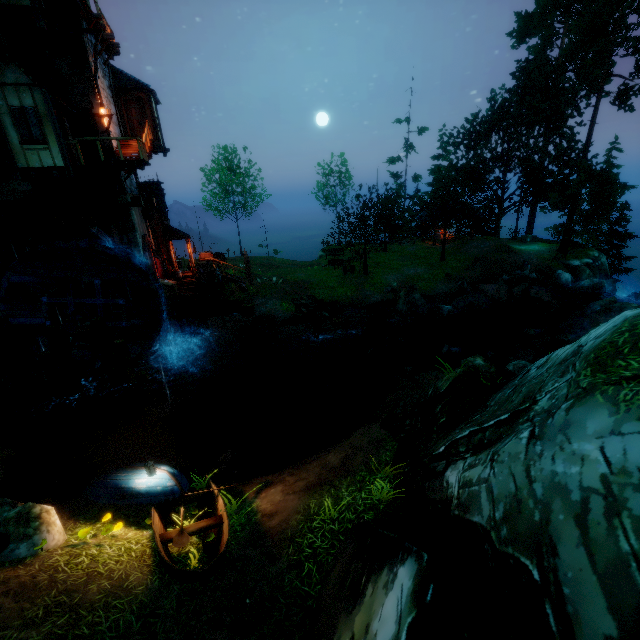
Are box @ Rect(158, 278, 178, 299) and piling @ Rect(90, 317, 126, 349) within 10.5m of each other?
yes

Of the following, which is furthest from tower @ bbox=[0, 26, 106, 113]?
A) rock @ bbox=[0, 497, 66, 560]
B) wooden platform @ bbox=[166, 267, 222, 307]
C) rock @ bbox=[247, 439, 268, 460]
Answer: rock @ bbox=[0, 497, 66, 560]

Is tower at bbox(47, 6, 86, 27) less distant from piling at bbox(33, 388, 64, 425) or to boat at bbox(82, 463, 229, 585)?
piling at bbox(33, 388, 64, 425)

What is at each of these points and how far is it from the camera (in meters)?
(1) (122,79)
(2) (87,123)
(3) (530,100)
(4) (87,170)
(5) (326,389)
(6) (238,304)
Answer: (1) building, 18.11
(2) tower, 15.20
(3) tree, 27.27
(4) wooden platform, 14.02
(5) rock, 16.39
(6) piling, 23.19

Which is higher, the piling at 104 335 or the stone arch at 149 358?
the piling at 104 335

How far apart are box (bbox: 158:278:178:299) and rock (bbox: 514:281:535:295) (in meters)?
24.88

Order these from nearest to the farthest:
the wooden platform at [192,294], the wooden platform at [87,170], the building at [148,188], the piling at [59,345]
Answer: the piling at [59,345], the wooden platform at [87,170], the wooden platform at [192,294], the building at [148,188]

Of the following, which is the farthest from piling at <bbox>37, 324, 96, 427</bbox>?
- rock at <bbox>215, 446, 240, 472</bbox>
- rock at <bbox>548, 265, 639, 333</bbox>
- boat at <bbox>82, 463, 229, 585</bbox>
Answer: rock at <bbox>548, 265, 639, 333</bbox>
